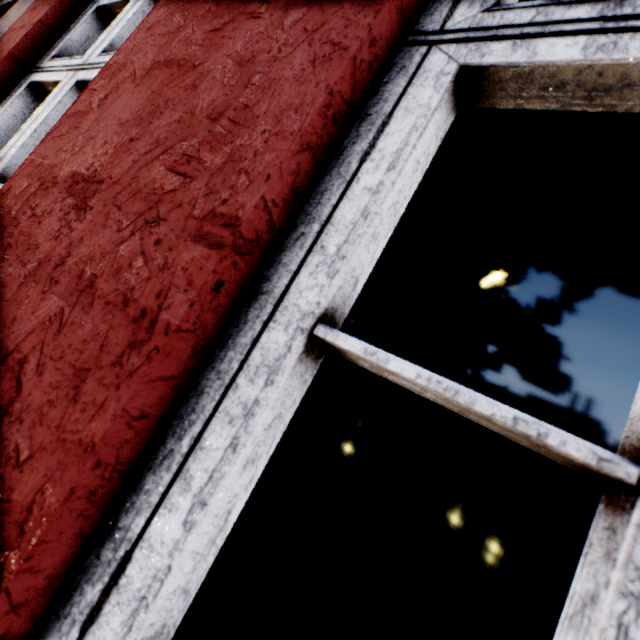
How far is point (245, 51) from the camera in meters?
0.7 m
